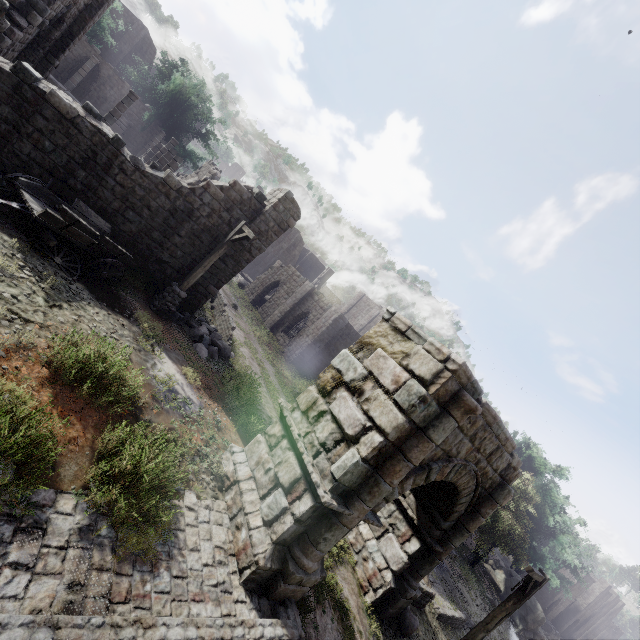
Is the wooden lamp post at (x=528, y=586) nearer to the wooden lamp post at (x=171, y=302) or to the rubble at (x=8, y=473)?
the rubble at (x=8, y=473)

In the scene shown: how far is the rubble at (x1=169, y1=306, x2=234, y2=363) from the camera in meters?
12.7

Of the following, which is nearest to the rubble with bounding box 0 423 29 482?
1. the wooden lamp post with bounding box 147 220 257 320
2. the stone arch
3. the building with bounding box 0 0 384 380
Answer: the stone arch

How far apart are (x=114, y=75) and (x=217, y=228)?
30.3 meters

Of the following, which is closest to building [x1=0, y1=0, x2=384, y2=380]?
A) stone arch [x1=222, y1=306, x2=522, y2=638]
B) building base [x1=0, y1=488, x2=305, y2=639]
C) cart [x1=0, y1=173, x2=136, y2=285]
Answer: stone arch [x1=222, y1=306, x2=522, y2=638]

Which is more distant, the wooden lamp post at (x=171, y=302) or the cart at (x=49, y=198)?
the wooden lamp post at (x=171, y=302)

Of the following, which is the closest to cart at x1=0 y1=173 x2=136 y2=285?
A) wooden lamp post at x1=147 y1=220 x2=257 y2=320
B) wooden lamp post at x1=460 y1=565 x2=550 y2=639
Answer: wooden lamp post at x1=147 y1=220 x2=257 y2=320

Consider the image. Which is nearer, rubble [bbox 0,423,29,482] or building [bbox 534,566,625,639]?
rubble [bbox 0,423,29,482]
